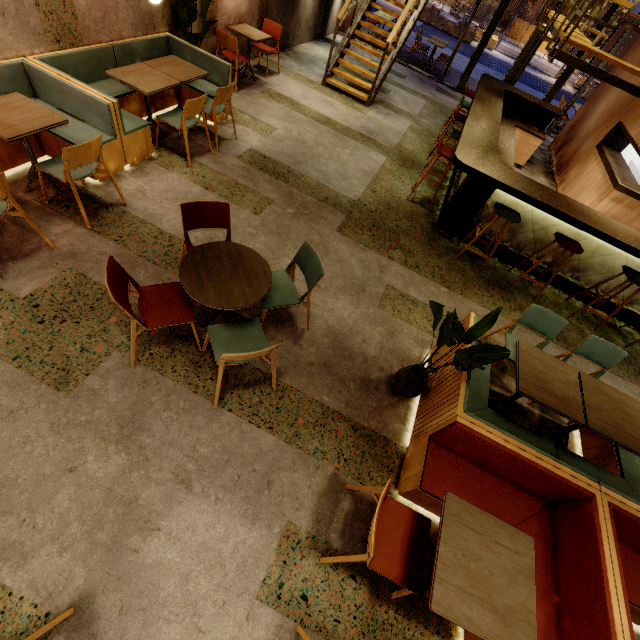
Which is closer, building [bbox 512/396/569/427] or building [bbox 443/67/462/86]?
building [bbox 512/396/569/427]

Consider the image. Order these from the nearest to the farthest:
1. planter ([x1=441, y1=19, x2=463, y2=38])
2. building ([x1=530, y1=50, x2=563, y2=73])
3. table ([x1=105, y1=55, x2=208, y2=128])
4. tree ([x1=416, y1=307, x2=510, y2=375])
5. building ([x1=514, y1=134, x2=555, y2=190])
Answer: tree ([x1=416, y1=307, x2=510, y2=375])
table ([x1=105, y1=55, x2=208, y2=128])
building ([x1=514, y1=134, x2=555, y2=190])
planter ([x1=441, y1=19, x2=463, y2=38])
building ([x1=530, y1=50, x2=563, y2=73])

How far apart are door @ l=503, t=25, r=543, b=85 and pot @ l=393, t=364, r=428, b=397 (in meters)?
11.68

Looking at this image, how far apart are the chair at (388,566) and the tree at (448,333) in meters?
0.9 m

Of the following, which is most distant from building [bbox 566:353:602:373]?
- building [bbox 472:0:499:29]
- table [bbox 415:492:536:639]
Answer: building [bbox 472:0:499:29]

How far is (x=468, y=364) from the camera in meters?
2.5

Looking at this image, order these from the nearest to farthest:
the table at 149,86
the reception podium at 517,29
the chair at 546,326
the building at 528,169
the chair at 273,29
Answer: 1. the chair at 546,326
2. the table at 149,86
3. the chair at 273,29
4. the building at 528,169
5. the reception podium at 517,29

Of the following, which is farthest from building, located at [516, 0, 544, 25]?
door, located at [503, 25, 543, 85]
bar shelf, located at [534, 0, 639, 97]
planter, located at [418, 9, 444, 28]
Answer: bar shelf, located at [534, 0, 639, 97]
